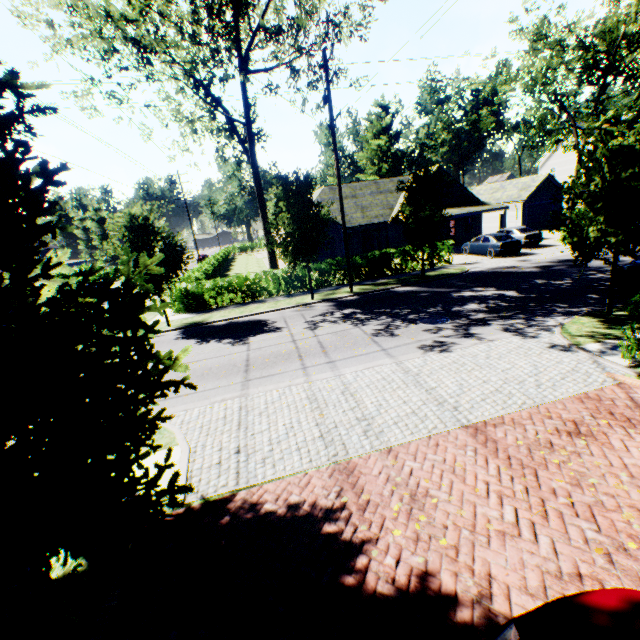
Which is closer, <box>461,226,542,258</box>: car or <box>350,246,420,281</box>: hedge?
<box>350,246,420,281</box>: hedge

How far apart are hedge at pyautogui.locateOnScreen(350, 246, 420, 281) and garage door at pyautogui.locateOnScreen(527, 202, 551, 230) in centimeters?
2216cm

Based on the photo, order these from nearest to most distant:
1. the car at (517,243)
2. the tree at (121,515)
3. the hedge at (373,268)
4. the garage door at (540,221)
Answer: the tree at (121,515) < the hedge at (373,268) < the car at (517,243) < the garage door at (540,221)

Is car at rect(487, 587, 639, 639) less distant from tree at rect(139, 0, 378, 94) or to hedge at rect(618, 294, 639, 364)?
tree at rect(139, 0, 378, 94)

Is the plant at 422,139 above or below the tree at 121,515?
above

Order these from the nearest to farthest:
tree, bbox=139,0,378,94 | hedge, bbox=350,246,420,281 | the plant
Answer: tree, bbox=139,0,378,94, hedge, bbox=350,246,420,281, the plant

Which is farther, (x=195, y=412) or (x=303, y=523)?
(x=195, y=412)

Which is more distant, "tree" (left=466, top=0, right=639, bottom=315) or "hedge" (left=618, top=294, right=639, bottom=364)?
"tree" (left=466, top=0, right=639, bottom=315)
